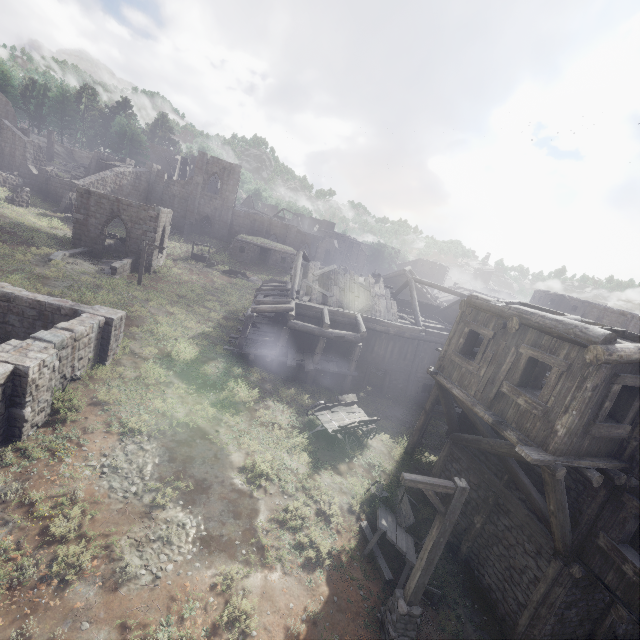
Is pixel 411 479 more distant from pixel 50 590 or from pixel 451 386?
pixel 50 590

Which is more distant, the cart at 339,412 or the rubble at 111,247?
the rubble at 111,247

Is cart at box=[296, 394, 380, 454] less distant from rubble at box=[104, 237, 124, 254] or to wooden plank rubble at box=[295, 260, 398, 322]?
wooden plank rubble at box=[295, 260, 398, 322]

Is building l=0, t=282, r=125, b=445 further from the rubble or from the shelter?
the shelter

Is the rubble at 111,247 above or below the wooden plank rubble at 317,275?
below

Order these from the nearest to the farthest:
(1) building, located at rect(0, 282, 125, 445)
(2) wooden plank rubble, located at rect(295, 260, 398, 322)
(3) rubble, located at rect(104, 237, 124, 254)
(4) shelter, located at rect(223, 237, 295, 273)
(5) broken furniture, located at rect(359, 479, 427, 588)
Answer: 1. (1) building, located at rect(0, 282, 125, 445)
2. (5) broken furniture, located at rect(359, 479, 427, 588)
3. (2) wooden plank rubble, located at rect(295, 260, 398, 322)
4. (3) rubble, located at rect(104, 237, 124, 254)
5. (4) shelter, located at rect(223, 237, 295, 273)

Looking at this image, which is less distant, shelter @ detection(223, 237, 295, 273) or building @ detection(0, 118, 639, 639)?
building @ detection(0, 118, 639, 639)

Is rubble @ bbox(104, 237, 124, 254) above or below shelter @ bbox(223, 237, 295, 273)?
below
